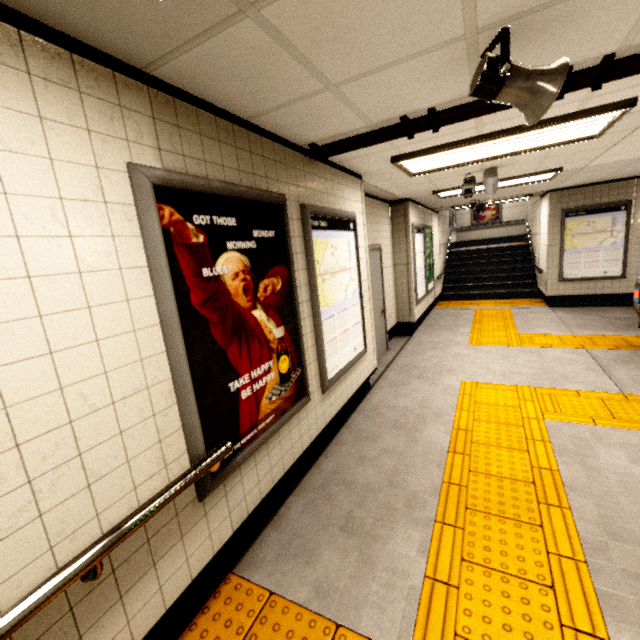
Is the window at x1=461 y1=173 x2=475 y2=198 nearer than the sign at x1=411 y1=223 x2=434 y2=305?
Yes

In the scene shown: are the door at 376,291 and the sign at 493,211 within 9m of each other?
no

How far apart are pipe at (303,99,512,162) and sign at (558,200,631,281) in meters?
A: 7.1

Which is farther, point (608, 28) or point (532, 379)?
point (532, 379)

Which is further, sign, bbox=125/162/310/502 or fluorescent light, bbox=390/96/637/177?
fluorescent light, bbox=390/96/637/177

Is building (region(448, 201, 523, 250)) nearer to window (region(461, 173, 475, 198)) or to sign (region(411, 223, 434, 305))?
sign (region(411, 223, 434, 305))

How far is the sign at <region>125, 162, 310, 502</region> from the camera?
1.62m

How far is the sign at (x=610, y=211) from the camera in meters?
7.5 m
